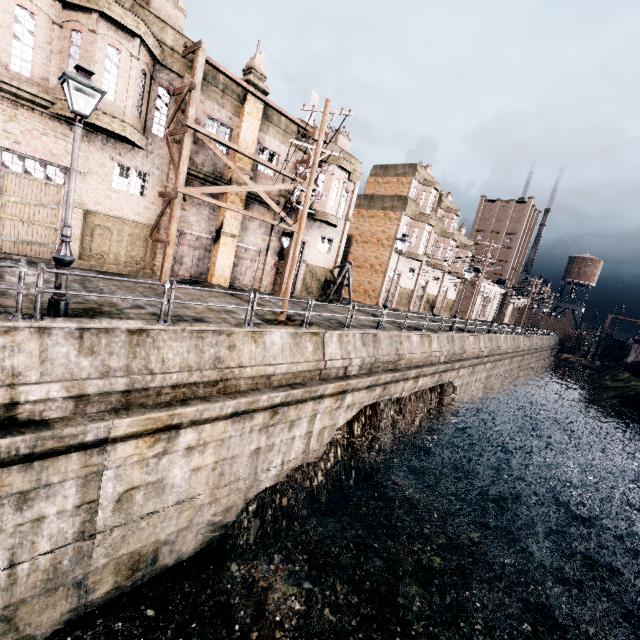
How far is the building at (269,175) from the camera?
19.66m

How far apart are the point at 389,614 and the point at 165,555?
8.0m

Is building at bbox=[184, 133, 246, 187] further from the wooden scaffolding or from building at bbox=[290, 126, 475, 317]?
building at bbox=[290, 126, 475, 317]

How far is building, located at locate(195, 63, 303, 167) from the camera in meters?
18.0

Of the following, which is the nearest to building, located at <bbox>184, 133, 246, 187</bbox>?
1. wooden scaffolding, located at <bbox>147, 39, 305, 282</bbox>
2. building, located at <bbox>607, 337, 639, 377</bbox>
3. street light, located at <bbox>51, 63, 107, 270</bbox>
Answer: wooden scaffolding, located at <bbox>147, 39, 305, 282</bbox>

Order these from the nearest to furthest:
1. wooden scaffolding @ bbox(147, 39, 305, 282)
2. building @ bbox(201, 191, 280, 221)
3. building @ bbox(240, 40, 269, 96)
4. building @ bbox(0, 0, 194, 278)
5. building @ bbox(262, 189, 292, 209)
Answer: building @ bbox(0, 0, 194, 278) → wooden scaffolding @ bbox(147, 39, 305, 282) → building @ bbox(240, 40, 269, 96) → building @ bbox(201, 191, 280, 221) → building @ bbox(262, 189, 292, 209)

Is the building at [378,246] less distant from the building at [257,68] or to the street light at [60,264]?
the building at [257,68]

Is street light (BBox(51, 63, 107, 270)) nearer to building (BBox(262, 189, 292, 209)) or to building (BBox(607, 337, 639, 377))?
building (BBox(262, 189, 292, 209))
